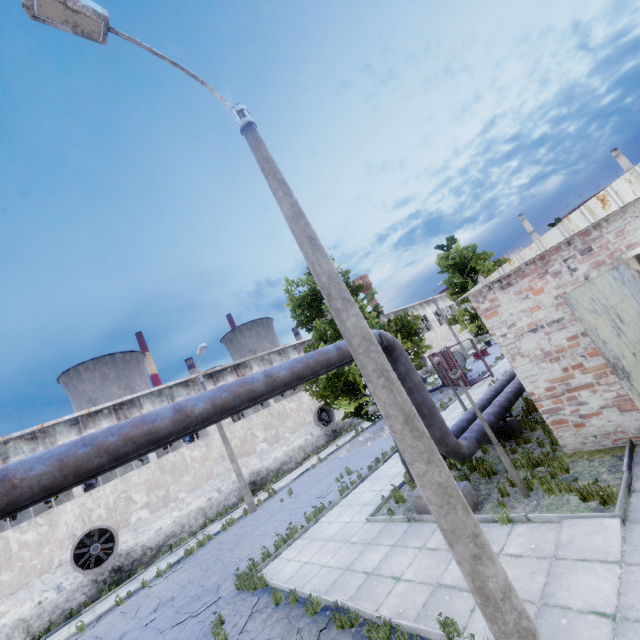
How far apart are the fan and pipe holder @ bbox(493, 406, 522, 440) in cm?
1802

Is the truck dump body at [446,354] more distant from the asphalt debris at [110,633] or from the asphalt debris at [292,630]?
the asphalt debris at [110,633]

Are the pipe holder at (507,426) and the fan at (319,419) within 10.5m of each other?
no

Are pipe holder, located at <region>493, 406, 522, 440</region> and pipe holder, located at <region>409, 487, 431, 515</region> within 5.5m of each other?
yes

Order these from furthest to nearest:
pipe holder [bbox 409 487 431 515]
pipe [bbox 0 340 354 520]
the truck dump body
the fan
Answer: the fan
the truck dump body
pipe holder [bbox 409 487 431 515]
pipe [bbox 0 340 354 520]

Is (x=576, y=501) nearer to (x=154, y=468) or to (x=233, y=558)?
(x=233, y=558)

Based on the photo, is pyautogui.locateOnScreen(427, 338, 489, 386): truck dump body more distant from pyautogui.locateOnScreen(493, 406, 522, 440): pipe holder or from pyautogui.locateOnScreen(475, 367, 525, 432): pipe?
pyautogui.locateOnScreen(493, 406, 522, 440): pipe holder

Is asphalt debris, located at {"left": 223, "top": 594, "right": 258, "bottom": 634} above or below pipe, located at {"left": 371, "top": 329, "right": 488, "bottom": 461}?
below
